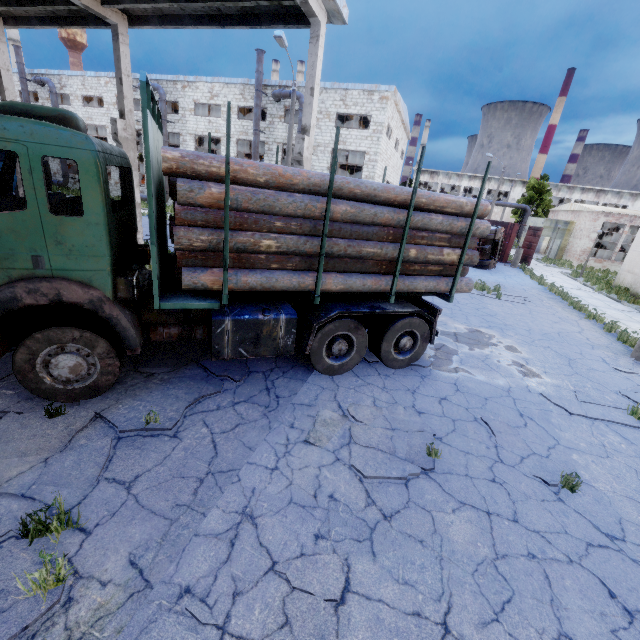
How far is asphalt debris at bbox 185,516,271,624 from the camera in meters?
2.7

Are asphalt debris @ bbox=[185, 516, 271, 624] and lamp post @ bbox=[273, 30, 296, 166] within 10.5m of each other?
no

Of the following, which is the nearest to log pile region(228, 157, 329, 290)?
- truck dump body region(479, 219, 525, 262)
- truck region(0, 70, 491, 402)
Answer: truck region(0, 70, 491, 402)

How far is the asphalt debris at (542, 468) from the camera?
4.5m

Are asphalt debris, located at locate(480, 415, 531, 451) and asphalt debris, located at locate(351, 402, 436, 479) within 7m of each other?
yes

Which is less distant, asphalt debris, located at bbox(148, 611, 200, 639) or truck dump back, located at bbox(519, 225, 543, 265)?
asphalt debris, located at bbox(148, 611, 200, 639)

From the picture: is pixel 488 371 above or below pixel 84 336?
below

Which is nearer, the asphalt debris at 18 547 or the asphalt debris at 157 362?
the asphalt debris at 18 547
